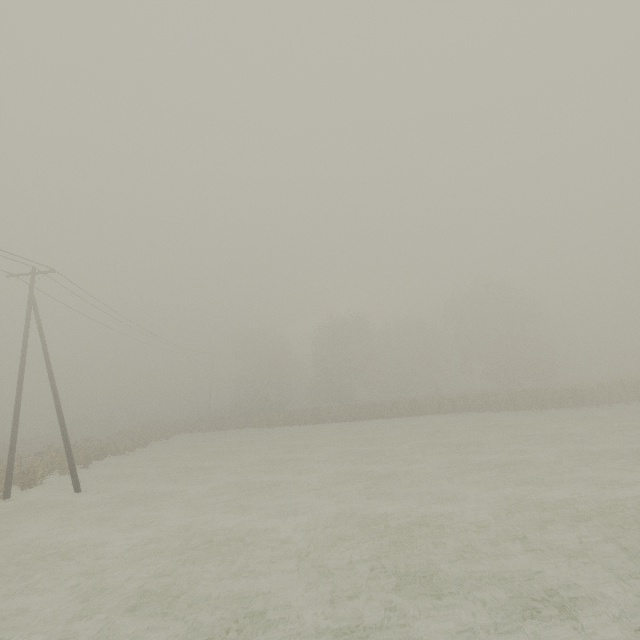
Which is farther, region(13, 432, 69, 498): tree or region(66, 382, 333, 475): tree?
region(66, 382, 333, 475): tree

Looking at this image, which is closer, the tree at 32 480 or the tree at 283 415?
the tree at 32 480

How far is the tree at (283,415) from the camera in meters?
26.6 m

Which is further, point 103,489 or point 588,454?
point 103,489

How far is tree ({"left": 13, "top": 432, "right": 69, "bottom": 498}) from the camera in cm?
1830
